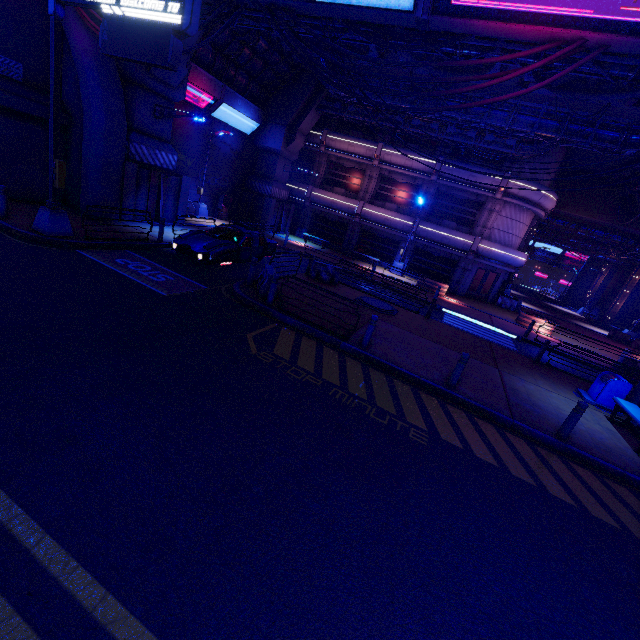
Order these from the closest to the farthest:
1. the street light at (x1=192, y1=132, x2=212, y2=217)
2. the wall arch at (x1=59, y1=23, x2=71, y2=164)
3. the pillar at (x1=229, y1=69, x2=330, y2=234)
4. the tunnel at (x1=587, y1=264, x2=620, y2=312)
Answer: the wall arch at (x1=59, y1=23, x2=71, y2=164) → the street light at (x1=192, y1=132, x2=212, y2=217) → the pillar at (x1=229, y1=69, x2=330, y2=234) → the tunnel at (x1=587, y1=264, x2=620, y2=312)

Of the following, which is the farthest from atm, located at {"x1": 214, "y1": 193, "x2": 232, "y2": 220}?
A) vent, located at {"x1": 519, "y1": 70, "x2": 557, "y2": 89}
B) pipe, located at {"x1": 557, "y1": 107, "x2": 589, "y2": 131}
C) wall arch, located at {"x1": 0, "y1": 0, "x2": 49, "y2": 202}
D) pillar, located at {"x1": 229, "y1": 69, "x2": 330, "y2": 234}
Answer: vent, located at {"x1": 519, "y1": 70, "x2": 557, "y2": 89}

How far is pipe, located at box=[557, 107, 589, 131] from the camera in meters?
15.7

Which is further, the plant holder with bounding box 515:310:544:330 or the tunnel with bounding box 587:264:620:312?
the tunnel with bounding box 587:264:620:312

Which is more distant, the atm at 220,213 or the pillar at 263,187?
the atm at 220,213

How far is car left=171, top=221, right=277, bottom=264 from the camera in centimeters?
1253cm

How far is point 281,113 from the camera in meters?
25.1 m

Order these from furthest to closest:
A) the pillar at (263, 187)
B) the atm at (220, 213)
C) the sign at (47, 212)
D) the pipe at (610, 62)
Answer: the atm at (220, 213), the pillar at (263, 187), the pipe at (610, 62), the sign at (47, 212)
